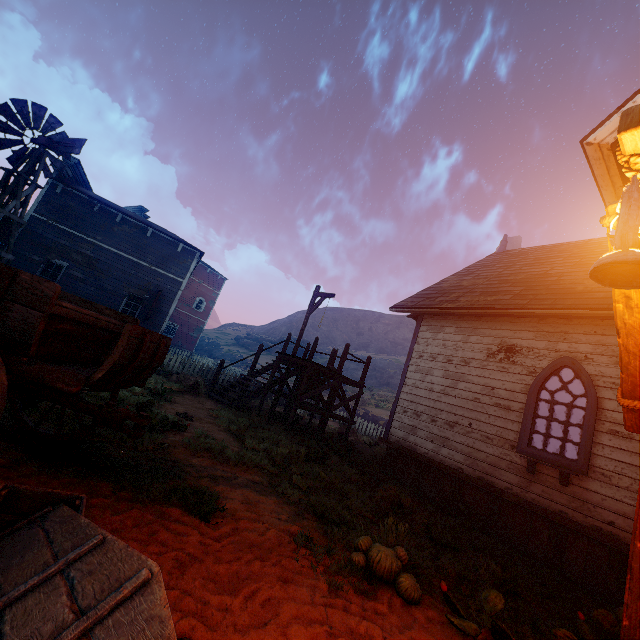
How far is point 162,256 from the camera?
19.0m

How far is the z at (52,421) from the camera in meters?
4.0 m

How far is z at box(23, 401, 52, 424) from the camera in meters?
4.1

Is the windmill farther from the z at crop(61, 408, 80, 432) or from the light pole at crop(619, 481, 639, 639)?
the light pole at crop(619, 481, 639, 639)

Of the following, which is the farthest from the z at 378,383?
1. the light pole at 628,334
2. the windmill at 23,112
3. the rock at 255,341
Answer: the rock at 255,341

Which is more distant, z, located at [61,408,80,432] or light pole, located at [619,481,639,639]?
z, located at [61,408,80,432]

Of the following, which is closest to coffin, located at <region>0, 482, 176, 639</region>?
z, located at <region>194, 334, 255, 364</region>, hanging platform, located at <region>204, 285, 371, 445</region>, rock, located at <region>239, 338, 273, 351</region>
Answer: z, located at <region>194, 334, 255, 364</region>
